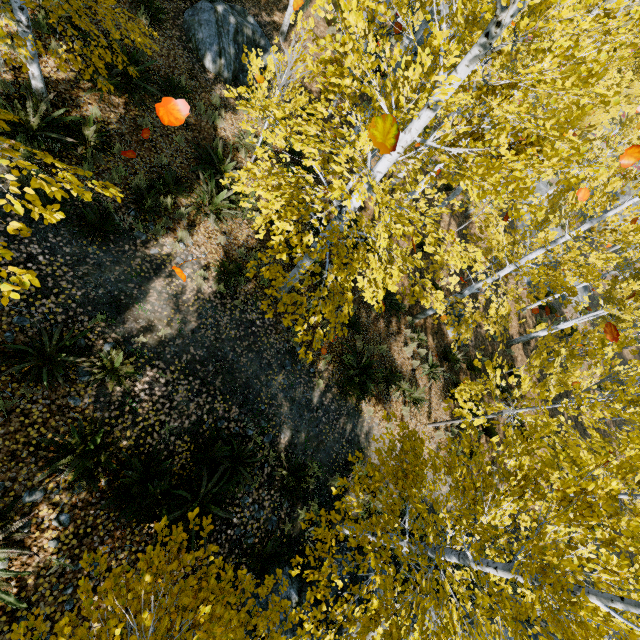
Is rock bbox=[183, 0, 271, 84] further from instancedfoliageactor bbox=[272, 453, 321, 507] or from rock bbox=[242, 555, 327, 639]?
rock bbox=[242, 555, 327, 639]

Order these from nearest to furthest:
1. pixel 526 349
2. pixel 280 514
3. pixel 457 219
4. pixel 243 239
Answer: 1. pixel 280 514
2. pixel 243 239
3. pixel 526 349
4. pixel 457 219

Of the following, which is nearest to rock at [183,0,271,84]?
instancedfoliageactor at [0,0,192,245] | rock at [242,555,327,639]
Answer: instancedfoliageactor at [0,0,192,245]

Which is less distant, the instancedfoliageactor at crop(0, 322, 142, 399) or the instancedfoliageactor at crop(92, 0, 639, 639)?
the instancedfoliageactor at crop(92, 0, 639, 639)

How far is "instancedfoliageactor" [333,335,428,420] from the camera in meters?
8.9 m

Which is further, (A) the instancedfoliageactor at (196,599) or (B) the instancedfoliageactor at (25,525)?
(B) the instancedfoliageactor at (25,525)
